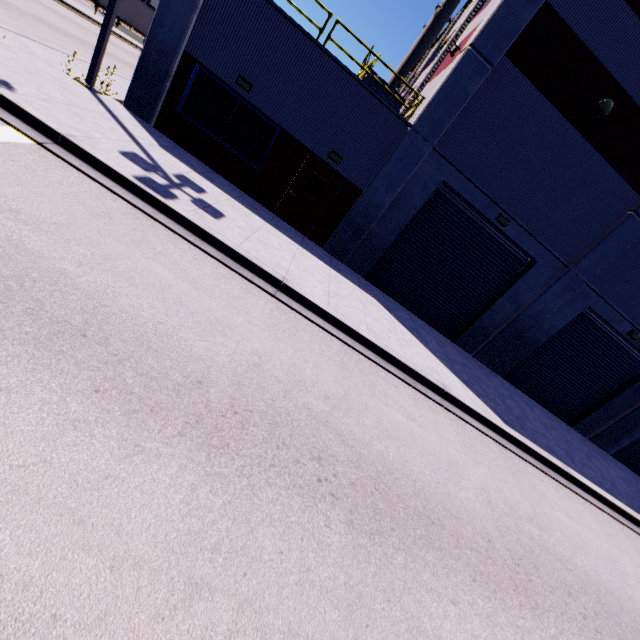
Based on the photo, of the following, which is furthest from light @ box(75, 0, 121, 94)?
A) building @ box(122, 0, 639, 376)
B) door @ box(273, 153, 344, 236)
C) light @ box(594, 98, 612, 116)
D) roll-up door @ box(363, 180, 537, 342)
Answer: light @ box(594, 98, 612, 116)

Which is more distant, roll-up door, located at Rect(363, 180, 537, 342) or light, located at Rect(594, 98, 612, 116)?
roll-up door, located at Rect(363, 180, 537, 342)

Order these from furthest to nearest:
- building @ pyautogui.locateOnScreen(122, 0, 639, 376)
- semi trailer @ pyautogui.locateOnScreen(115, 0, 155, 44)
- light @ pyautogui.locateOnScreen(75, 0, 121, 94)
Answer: semi trailer @ pyautogui.locateOnScreen(115, 0, 155, 44) → building @ pyautogui.locateOnScreen(122, 0, 639, 376) → light @ pyautogui.locateOnScreen(75, 0, 121, 94)

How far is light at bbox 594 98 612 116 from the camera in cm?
987

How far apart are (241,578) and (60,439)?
1.8 meters

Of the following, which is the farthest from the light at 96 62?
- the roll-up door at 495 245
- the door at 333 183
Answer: the roll-up door at 495 245

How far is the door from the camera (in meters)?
11.27

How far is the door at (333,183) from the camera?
11.27m
